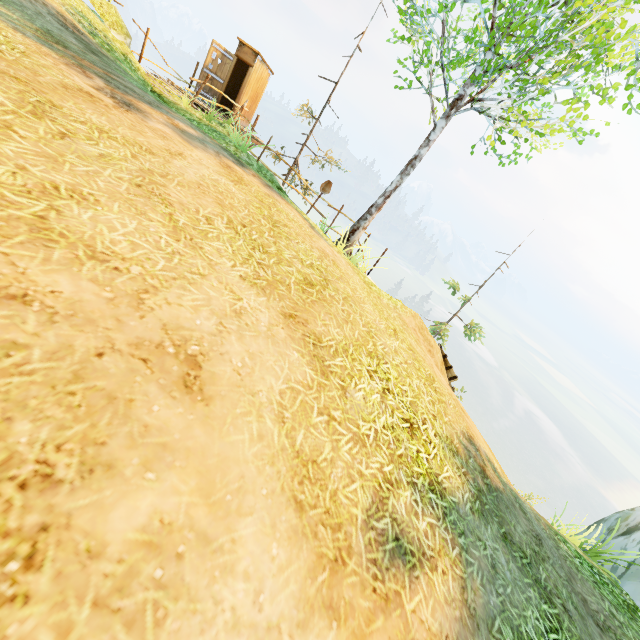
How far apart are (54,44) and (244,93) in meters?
10.3 m

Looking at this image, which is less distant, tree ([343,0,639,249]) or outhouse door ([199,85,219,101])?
tree ([343,0,639,249])

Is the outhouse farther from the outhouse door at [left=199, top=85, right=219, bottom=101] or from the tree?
the tree

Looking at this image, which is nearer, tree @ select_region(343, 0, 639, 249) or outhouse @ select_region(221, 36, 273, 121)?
tree @ select_region(343, 0, 639, 249)

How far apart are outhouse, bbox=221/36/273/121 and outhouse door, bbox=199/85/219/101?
0.0m

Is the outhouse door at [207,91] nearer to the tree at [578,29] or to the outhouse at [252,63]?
the outhouse at [252,63]

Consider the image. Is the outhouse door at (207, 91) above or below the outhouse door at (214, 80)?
below
